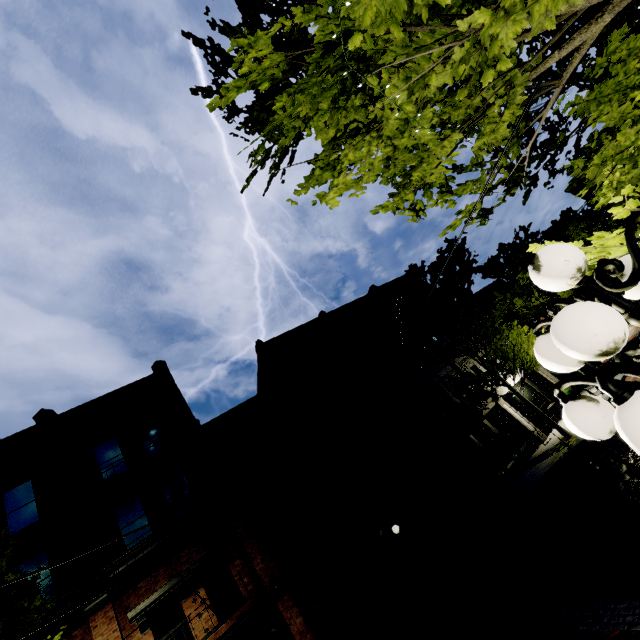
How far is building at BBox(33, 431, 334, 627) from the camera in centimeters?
1073cm

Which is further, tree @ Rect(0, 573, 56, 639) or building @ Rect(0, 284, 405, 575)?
building @ Rect(0, 284, 405, 575)

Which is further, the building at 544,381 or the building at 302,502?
the building at 544,381

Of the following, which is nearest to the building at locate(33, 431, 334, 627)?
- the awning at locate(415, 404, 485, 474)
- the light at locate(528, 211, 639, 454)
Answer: the awning at locate(415, 404, 485, 474)

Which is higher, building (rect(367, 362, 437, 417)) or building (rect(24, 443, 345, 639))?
building (rect(367, 362, 437, 417))

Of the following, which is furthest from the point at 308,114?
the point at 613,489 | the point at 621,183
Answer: the point at 613,489

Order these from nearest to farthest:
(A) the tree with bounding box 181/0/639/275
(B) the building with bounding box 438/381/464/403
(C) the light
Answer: (C) the light < (A) the tree with bounding box 181/0/639/275 < (B) the building with bounding box 438/381/464/403
